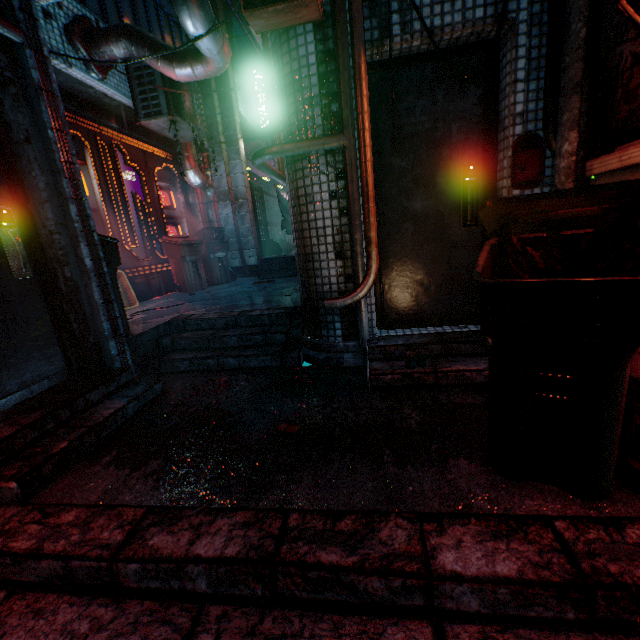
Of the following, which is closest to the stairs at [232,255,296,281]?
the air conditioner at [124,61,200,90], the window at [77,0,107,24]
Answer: the air conditioner at [124,61,200,90]

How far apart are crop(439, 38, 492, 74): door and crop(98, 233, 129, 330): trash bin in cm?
250

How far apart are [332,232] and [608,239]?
1.83m

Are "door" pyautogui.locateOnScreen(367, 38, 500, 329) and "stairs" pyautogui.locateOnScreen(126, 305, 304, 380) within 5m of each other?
yes

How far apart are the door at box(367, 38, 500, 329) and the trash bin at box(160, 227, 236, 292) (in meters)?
4.19

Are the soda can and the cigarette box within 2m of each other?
yes

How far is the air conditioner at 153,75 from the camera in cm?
469

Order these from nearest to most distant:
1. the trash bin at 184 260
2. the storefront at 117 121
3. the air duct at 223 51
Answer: the air duct at 223 51
the storefront at 117 121
the trash bin at 184 260
